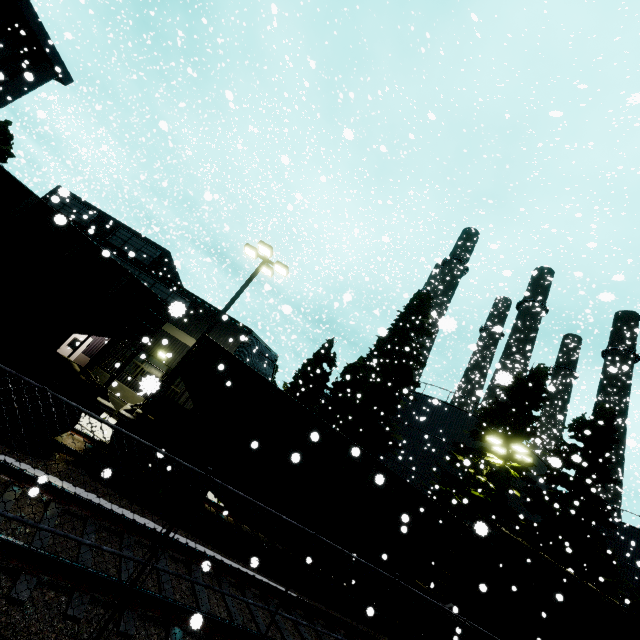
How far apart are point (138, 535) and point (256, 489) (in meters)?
3.74

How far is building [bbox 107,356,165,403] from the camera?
2.1m

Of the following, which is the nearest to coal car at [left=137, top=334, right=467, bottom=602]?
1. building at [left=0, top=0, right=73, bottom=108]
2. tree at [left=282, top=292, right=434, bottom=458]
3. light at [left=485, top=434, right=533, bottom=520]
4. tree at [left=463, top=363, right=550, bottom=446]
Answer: building at [left=0, top=0, right=73, bottom=108]

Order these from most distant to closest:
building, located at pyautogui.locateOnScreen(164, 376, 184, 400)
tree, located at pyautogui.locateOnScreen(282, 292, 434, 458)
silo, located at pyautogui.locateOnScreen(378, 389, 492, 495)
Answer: silo, located at pyautogui.locateOnScreen(378, 389, 492, 495)
tree, located at pyautogui.locateOnScreen(282, 292, 434, 458)
building, located at pyautogui.locateOnScreen(164, 376, 184, 400)

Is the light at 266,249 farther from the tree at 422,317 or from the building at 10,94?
the tree at 422,317

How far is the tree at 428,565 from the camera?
16.5m

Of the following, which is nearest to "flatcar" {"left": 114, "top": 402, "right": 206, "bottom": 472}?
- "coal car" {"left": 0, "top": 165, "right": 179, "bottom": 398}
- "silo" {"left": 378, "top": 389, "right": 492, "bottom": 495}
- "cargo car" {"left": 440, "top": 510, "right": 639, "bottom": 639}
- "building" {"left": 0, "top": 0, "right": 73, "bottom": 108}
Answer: "coal car" {"left": 0, "top": 165, "right": 179, "bottom": 398}

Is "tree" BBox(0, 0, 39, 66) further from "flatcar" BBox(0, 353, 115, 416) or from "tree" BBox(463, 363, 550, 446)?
"tree" BBox(463, 363, 550, 446)
